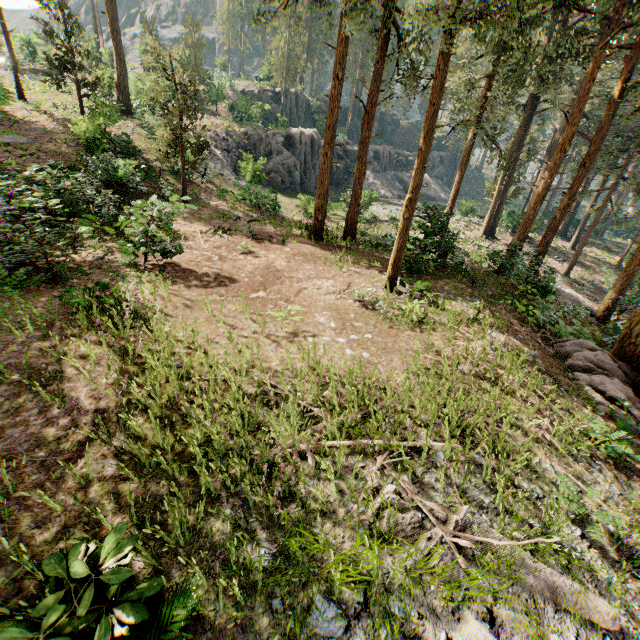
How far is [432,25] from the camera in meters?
7.1

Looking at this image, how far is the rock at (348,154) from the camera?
40.91m

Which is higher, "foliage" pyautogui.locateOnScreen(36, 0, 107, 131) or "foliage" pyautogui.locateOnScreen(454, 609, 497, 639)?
"foliage" pyautogui.locateOnScreen(36, 0, 107, 131)

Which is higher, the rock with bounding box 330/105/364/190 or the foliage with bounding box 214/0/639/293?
the foliage with bounding box 214/0/639/293

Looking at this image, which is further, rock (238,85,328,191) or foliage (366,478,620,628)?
rock (238,85,328,191)

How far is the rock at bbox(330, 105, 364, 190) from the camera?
40.9m
